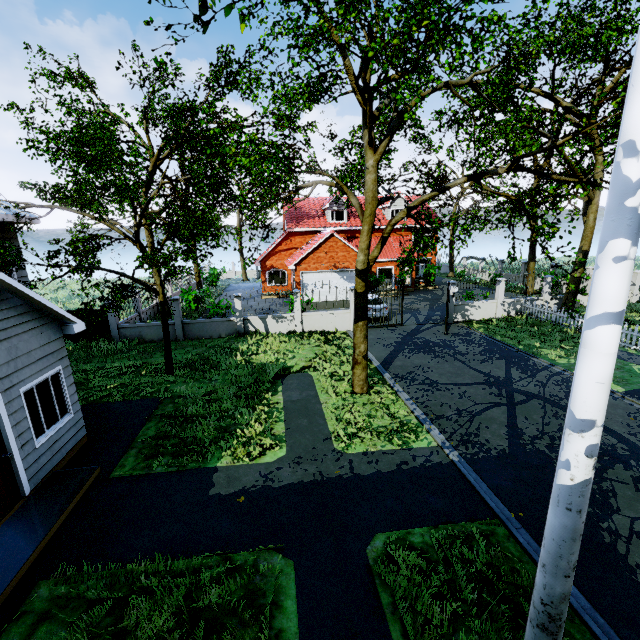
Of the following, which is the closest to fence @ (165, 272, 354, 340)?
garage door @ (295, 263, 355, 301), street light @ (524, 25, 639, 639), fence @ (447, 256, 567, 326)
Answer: A: fence @ (447, 256, 567, 326)

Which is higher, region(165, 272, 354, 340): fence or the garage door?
the garage door

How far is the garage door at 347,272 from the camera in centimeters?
2567cm

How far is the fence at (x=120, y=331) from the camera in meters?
17.2

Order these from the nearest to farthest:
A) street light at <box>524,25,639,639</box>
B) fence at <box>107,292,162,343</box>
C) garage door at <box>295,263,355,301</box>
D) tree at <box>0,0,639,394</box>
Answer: street light at <box>524,25,639,639</box> → tree at <box>0,0,639,394</box> → fence at <box>107,292,162,343</box> → garage door at <box>295,263,355,301</box>

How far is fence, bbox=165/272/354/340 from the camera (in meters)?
17.75

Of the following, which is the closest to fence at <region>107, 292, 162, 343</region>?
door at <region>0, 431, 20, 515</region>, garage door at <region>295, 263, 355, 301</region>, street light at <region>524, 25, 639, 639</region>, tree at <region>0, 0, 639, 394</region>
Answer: tree at <region>0, 0, 639, 394</region>

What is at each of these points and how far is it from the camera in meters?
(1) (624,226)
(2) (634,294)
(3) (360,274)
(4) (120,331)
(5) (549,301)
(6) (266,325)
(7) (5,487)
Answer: (1) street light, 2.5
(2) fence, 21.5
(3) tree, 10.3
(4) fence, 17.4
(5) fence, 20.9
(6) fence, 18.5
(7) door, 6.2
